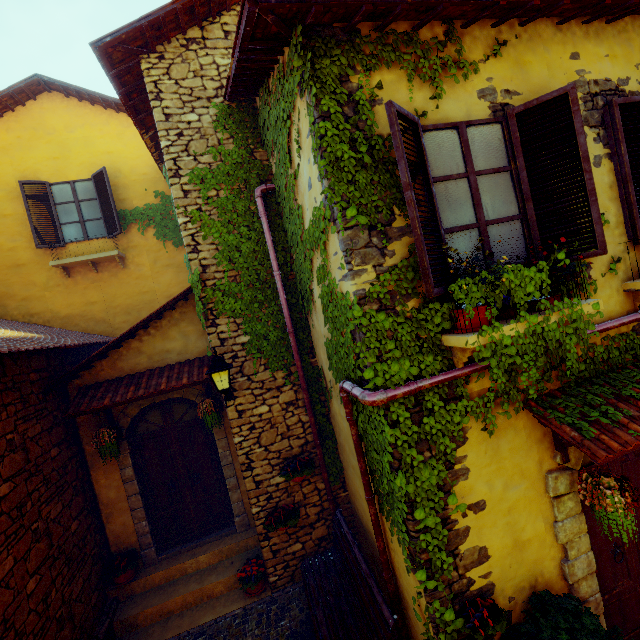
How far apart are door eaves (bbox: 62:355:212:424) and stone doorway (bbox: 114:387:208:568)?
0.0m

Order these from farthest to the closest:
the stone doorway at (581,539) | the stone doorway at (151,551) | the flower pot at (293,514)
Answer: the stone doorway at (151,551) → the flower pot at (293,514) → the stone doorway at (581,539)

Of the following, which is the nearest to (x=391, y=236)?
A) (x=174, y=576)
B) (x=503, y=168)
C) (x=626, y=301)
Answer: (x=503, y=168)

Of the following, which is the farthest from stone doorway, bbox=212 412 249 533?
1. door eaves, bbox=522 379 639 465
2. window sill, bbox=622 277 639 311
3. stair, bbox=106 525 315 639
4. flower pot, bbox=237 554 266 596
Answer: window sill, bbox=622 277 639 311

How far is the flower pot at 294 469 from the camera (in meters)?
5.31

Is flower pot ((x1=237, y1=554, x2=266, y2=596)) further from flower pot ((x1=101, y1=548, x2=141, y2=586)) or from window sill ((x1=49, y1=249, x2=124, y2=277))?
window sill ((x1=49, y1=249, x2=124, y2=277))

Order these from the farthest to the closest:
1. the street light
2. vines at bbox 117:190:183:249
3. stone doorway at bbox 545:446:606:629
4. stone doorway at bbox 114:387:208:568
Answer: vines at bbox 117:190:183:249 < stone doorway at bbox 114:387:208:568 < the street light < stone doorway at bbox 545:446:606:629

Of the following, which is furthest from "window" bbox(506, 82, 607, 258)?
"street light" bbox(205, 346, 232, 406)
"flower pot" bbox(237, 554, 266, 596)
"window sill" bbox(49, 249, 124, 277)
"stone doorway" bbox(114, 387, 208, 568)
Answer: "window sill" bbox(49, 249, 124, 277)
